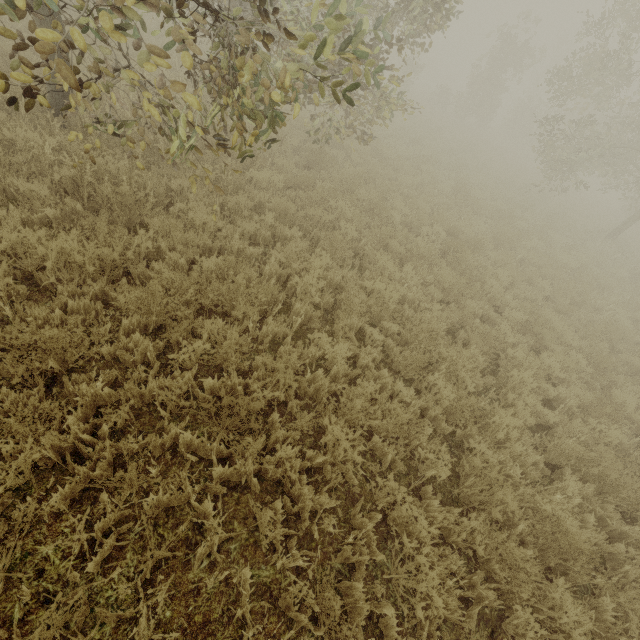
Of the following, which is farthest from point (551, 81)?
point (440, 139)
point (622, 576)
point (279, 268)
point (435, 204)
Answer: point (622, 576)
